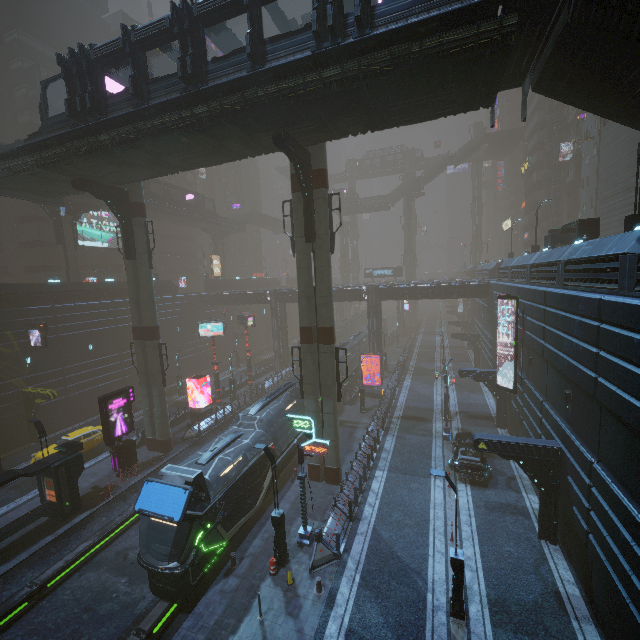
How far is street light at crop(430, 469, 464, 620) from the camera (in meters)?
11.77

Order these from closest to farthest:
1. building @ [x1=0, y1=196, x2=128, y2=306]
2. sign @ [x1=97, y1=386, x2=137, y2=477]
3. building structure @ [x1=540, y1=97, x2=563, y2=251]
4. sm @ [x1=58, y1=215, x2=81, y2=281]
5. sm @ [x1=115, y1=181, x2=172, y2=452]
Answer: sign @ [x1=97, y1=386, x2=137, y2=477], sm @ [x1=115, y1=181, x2=172, y2=452], building @ [x1=0, y1=196, x2=128, y2=306], sm @ [x1=58, y1=215, x2=81, y2=281], building structure @ [x1=540, y1=97, x2=563, y2=251]

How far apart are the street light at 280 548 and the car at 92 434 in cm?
1828

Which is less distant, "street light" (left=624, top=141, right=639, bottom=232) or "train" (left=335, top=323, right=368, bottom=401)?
"street light" (left=624, top=141, right=639, bottom=232)

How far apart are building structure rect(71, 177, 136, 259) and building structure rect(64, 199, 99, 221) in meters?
17.4

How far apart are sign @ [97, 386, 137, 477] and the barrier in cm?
1512

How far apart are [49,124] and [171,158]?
6.3m

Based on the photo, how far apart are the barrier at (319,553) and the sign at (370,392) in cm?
2030
